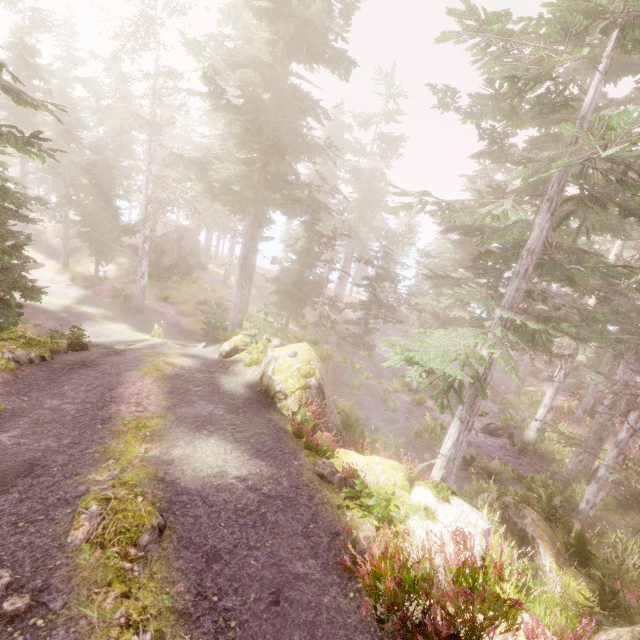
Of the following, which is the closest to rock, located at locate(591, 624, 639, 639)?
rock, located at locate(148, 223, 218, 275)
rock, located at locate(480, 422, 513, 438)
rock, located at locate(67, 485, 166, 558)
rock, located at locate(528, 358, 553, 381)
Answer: rock, located at locate(67, 485, 166, 558)

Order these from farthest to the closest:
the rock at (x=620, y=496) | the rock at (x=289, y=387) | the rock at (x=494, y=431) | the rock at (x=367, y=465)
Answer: the rock at (x=494, y=431), the rock at (x=620, y=496), the rock at (x=289, y=387), the rock at (x=367, y=465)

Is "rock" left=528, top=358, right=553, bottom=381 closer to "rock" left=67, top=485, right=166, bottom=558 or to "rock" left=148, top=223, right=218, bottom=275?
"rock" left=148, top=223, right=218, bottom=275

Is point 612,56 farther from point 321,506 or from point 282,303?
point 282,303

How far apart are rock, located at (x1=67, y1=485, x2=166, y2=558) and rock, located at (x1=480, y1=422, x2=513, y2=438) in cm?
2283

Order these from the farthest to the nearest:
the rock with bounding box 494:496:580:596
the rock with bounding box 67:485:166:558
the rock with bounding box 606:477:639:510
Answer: the rock with bounding box 606:477:639:510
the rock with bounding box 494:496:580:596
the rock with bounding box 67:485:166:558

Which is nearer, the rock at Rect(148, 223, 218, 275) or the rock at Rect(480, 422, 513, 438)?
the rock at Rect(480, 422, 513, 438)

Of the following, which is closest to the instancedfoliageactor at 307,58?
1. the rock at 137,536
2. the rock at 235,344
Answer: the rock at 235,344
